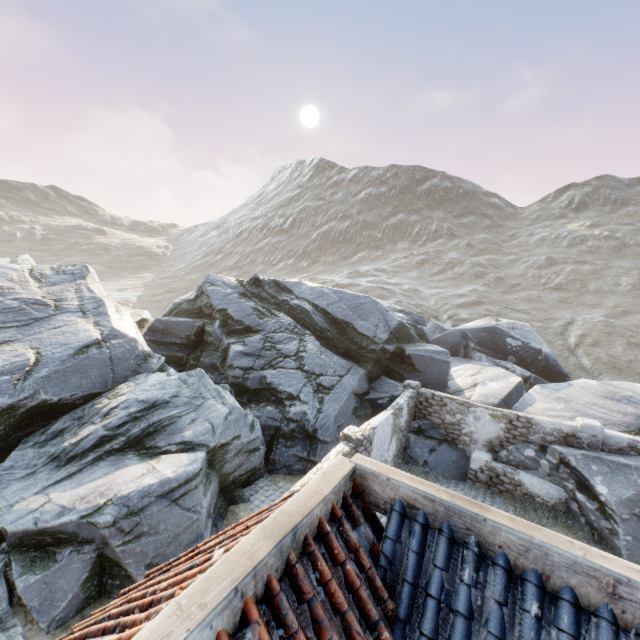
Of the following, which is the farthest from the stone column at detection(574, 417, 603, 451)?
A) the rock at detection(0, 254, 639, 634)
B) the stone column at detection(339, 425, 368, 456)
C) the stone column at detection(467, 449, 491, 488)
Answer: the stone column at detection(339, 425, 368, 456)

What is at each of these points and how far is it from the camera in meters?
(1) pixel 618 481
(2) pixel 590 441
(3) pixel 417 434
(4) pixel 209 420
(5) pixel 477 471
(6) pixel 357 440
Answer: (1) rock, 10.3 m
(2) stone column, 11.5 m
(3) rock, 14.0 m
(4) rock, 10.5 m
(5) stone column, 12.6 m
(6) stone column, 9.0 m

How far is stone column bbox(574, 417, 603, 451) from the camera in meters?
11.3 m

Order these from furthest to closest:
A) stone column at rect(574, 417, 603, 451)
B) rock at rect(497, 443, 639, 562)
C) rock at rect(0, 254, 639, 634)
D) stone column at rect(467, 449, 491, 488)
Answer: stone column at rect(467, 449, 491, 488), stone column at rect(574, 417, 603, 451), rock at rect(497, 443, 639, 562), rock at rect(0, 254, 639, 634)

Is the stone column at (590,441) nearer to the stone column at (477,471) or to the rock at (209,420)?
the rock at (209,420)

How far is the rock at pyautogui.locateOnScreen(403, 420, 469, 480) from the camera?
13.1 meters

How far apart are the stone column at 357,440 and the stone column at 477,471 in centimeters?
550cm

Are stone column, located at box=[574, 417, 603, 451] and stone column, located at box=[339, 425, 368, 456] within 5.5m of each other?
no
